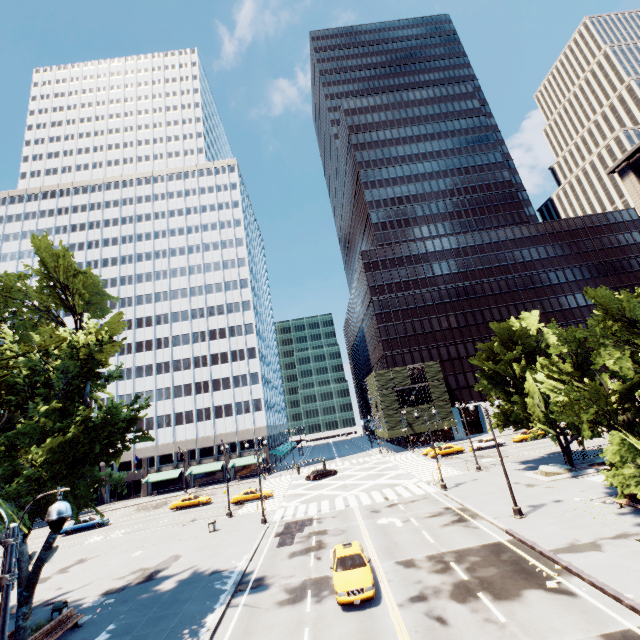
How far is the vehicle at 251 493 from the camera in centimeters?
3981cm

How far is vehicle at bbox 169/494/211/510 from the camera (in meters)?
43.00

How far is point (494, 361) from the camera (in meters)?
33.03

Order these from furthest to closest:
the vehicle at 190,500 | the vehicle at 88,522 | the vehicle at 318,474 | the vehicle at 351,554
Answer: the vehicle at 318,474
the vehicle at 190,500
the vehicle at 88,522
the vehicle at 351,554

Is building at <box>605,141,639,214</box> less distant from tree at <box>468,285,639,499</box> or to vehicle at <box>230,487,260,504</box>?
tree at <box>468,285,639,499</box>

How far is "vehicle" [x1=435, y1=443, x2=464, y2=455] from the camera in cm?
4791

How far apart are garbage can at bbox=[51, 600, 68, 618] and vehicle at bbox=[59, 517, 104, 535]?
28.68m

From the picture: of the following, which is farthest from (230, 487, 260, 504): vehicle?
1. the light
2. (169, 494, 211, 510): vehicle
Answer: the light
